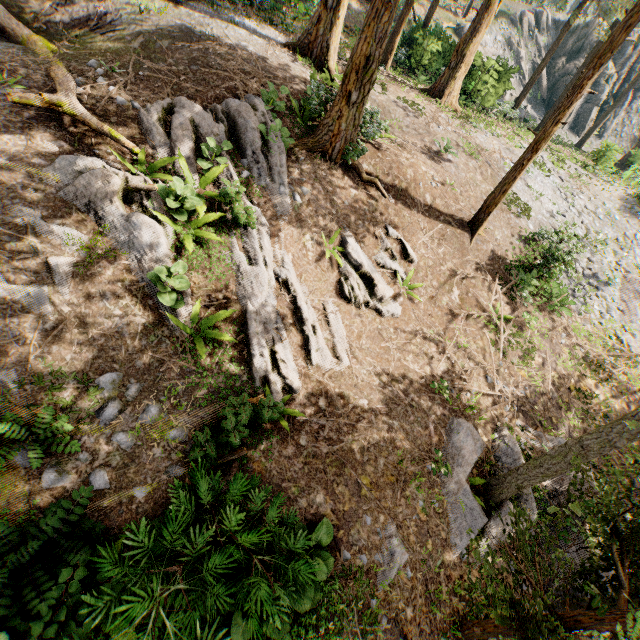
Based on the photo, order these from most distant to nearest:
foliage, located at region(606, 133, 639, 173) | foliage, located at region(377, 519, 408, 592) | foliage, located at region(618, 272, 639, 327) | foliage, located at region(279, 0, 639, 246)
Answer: foliage, located at region(606, 133, 639, 173) < foliage, located at region(618, 272, 639, 327) < foliage, located at region(279, 0, 639, 246) < foliage, located at region(377, 519, 408, 592)

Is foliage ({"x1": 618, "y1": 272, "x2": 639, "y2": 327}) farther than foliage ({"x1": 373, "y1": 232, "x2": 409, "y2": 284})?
Yes

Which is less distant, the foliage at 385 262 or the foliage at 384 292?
the foliage at 384 292

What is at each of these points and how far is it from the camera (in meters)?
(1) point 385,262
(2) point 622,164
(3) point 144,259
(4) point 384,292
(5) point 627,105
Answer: (1) foliage, 10.73
(2) foliage, 34.28
(3) foliage, 6.93
(4) foliage, 9.80
(5) rock, 38.47

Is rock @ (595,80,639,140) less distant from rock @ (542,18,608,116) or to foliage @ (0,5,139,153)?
rock @ (542,18,608,116)

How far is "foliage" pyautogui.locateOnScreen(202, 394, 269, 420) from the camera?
5.84m

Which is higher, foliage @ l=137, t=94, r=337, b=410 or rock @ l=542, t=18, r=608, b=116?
rock @ l=542, t=18, r=608, b=116

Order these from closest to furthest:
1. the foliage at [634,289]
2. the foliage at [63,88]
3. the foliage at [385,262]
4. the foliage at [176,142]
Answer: Answer: the foliage at [63,88] < the foliage at [176,142] < the foliage at [385,262] < the foliage at [634,289]
